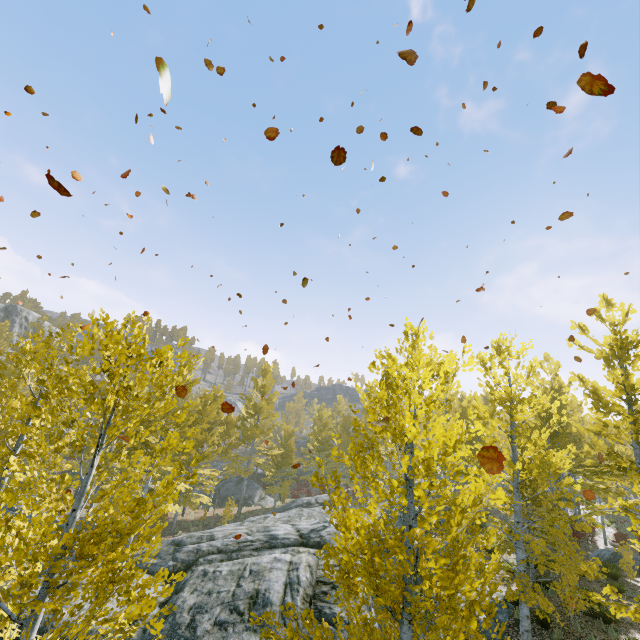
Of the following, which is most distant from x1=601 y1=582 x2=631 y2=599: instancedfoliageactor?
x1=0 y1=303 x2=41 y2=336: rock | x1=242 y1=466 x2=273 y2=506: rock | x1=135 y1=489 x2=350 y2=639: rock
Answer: x1=0 y1=303 x2=41 y2=336: rock

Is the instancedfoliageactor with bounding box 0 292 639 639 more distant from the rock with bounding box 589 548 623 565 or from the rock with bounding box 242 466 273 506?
the rock with bounding box 242 466 273 506

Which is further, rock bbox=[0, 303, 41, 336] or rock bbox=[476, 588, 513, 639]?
rock bbox=[0, 303, 41, 336]

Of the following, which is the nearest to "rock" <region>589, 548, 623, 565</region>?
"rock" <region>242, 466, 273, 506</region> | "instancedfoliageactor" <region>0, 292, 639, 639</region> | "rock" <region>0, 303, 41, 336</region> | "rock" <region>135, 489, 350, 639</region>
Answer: "instancedfoliageactor" <region>0, 292, 639, 639</region>

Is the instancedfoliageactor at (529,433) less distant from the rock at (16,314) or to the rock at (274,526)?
the rock at (274,526)

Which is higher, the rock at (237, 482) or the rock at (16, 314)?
the rock at (16, 314)

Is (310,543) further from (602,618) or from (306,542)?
(602,618)

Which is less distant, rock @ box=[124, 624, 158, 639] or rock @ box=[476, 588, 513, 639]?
rock @ box=[124, 624, 158, 639]
